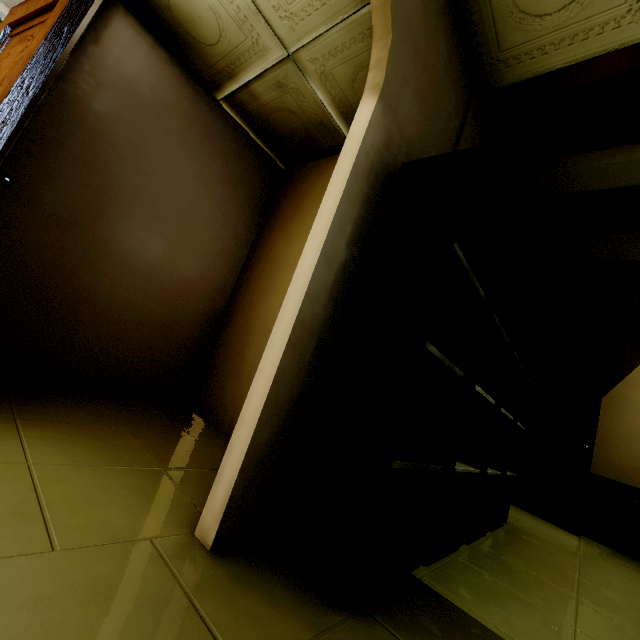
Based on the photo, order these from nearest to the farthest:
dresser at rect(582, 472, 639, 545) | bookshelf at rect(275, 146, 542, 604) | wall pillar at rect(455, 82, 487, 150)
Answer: bookshelf at rect(275, 146, 542, 604) < wall pillar at rect(455, 82, 487, 150) < dresser at rect(582, 472, 639, 545)

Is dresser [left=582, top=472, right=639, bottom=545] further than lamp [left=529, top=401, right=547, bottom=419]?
No

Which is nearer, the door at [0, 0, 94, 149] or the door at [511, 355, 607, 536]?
the door at [0, 0, 94, 149]

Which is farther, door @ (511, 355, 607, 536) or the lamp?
the lamp

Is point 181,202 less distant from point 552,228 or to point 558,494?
point 552,228

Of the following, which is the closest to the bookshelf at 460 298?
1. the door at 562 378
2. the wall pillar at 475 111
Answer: the wall pillar at 475 111

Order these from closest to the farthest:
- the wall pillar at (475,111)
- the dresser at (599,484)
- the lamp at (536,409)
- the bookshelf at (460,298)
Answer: the bookshelf at (460,298)
the wall pillar at (475,111)
the dresser at (599,484)
the lamp at (536,409)

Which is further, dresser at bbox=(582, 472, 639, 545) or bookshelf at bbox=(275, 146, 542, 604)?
dresser at bbox=(582, 472, 639, 545)
